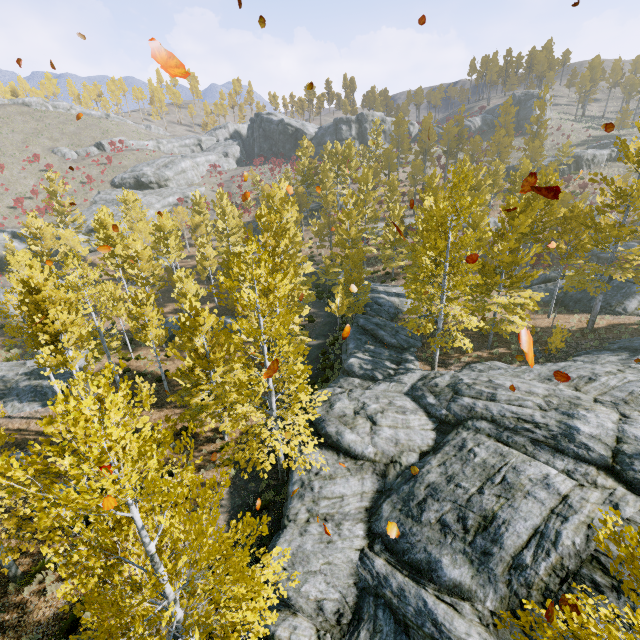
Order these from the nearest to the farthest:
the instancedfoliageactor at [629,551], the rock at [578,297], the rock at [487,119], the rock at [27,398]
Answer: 1. the instancedfoliageactor at [629,551]
2. the rock at [27,398]
3. the rock at [578,297]
4. the rock at [487,119]

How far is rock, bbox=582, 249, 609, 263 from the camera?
31.5m

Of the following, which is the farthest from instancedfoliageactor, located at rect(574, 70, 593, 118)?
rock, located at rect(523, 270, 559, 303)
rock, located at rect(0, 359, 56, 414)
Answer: rock, located at rect(0, 359, 56, 414)

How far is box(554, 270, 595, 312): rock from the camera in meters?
24.2 m

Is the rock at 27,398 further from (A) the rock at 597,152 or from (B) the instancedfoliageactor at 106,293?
(A) the rock at 597,152

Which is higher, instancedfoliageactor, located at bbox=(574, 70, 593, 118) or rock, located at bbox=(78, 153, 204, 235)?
instancedfoliageactor, located at bbox=(574, 70, 593, 118)

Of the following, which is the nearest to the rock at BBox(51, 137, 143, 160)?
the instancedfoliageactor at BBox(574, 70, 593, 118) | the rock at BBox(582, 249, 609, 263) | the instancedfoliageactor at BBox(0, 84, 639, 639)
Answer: the instancedfoliageactor at BBox(0, 84, 639, 639)

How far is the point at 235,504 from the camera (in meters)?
12.19
